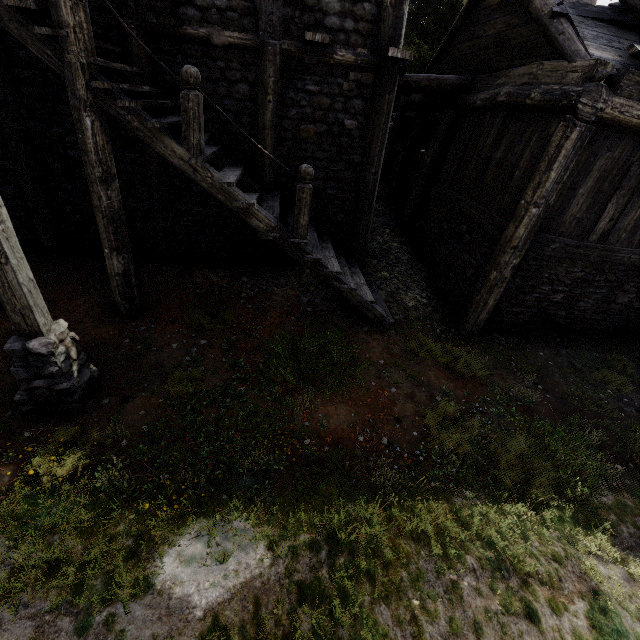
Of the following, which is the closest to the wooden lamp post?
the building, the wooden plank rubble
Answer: the building

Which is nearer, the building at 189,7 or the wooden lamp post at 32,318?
the wooden lamp post at 32,318

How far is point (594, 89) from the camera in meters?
5.5 m

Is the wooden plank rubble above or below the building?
above

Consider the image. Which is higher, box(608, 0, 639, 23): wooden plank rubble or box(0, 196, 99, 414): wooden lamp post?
box(608, 0, 639, 23): wooden plank rubble

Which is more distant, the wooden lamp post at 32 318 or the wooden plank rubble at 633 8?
the wooden plank rubble at 633 8

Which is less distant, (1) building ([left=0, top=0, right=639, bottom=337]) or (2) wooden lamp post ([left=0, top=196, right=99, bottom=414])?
(2) wooden lamp post ([left=0, top=196, right=99, bottom=414])
